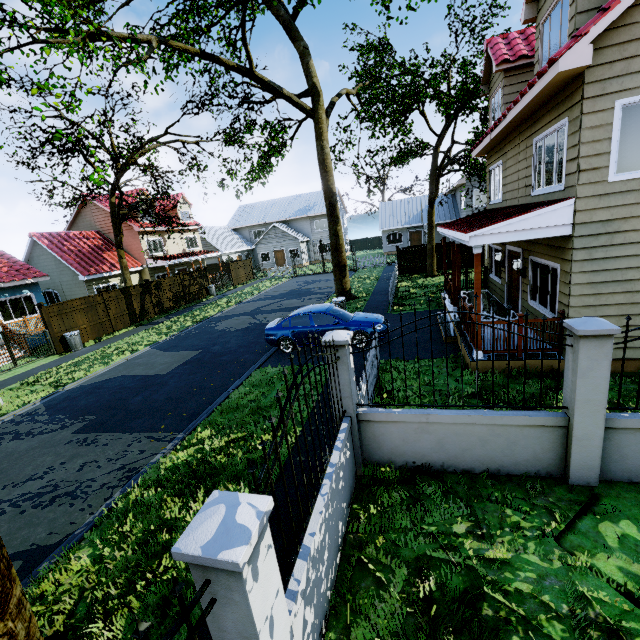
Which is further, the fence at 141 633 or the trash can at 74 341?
the trash can at 74 341

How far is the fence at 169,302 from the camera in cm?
2228

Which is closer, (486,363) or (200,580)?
(200,580)

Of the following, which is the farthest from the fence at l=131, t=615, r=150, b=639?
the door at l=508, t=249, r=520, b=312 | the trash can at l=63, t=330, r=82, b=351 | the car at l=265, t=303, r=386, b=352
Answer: the door at l=508, t=249, r=520, b=312

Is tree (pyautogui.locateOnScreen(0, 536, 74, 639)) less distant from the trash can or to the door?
the trash can

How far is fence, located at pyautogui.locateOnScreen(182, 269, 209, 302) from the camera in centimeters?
2534cm

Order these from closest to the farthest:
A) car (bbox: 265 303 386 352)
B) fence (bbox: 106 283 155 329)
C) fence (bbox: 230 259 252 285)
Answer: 1. car (bbox: 265 303 386 352)
2. fence (bbox: 106 283 155 329)
3. fence (bbox: 230 259 252 285)

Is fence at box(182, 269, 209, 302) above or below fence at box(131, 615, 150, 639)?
below
